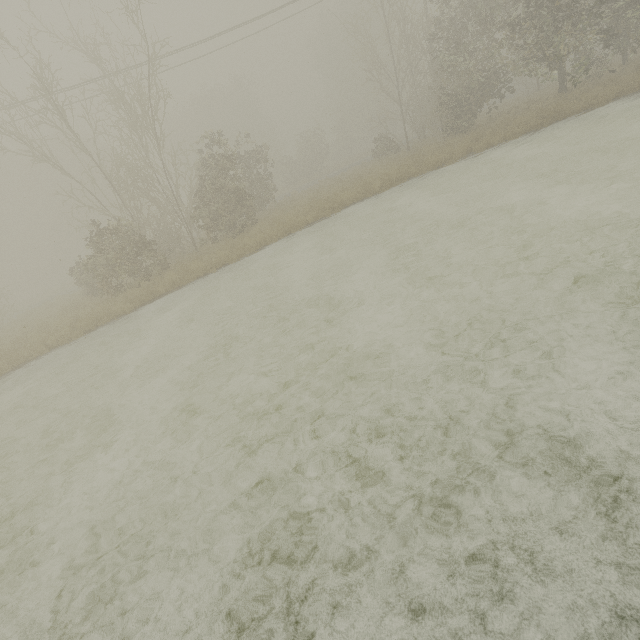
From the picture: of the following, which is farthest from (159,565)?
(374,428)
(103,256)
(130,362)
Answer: (103,256)
